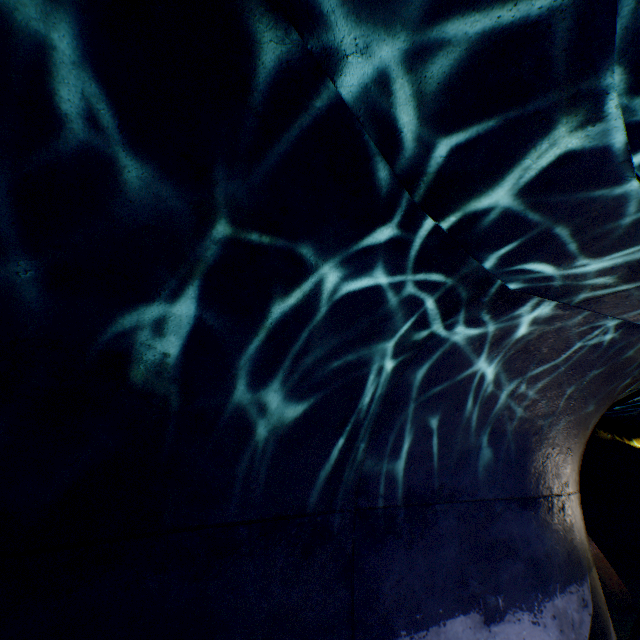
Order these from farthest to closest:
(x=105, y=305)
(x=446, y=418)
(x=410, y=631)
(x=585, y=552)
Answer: (x=585, y=552)
(x=446, y=418)
(x=410, y=631)
(x=105, y=305)

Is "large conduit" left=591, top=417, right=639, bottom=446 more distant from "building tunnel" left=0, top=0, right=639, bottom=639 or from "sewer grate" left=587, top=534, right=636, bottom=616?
"sewer grate" left=587, top=534, right=636, bottom=616

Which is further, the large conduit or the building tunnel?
the large conduit

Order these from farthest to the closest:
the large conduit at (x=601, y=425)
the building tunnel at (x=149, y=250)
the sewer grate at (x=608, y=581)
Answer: the large conduit at (x=601, y=425) < the sewer grate at (x=608, y=581) < the building tunnel at (x=149, y=250)

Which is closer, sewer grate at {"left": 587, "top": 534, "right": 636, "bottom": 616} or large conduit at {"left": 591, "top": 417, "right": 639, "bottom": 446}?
sewer grate at {"left": 587, "top": 534, "right": 636, "bottom": 616}

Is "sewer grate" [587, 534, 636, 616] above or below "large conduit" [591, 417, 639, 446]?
below

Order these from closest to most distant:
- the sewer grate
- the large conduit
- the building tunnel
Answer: the building tunnel, the sewer grate, the large conduit

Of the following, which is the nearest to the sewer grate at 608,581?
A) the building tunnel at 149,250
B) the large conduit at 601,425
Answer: the building tunnel at 149,250
